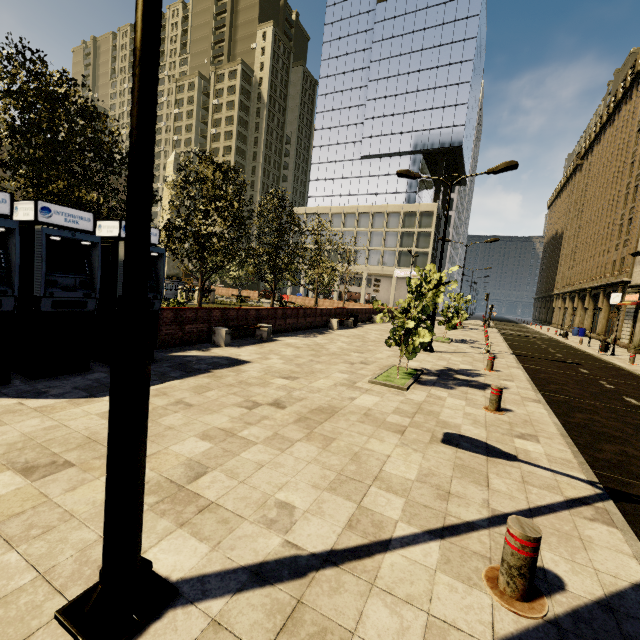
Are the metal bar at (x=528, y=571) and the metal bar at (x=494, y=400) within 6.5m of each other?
yes

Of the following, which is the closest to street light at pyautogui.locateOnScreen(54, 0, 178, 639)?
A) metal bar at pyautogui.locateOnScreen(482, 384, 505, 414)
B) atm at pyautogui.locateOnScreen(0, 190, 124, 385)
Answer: atm at pyautogui.locateOnScreen(0, 190, 124, 385)

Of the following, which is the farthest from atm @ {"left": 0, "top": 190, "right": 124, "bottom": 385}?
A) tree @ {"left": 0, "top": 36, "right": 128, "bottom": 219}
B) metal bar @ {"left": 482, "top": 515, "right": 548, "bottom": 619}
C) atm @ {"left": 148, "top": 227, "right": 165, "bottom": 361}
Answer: metal bar @ {"left": 482, "top": 515, "right": 548, "bottom": 619}

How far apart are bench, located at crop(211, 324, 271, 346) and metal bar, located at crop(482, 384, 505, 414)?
7.9m

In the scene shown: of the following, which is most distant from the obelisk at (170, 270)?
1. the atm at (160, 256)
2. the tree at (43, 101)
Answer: the atm at (160, 256)

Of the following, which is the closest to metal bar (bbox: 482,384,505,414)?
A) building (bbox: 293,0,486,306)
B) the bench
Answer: the bench

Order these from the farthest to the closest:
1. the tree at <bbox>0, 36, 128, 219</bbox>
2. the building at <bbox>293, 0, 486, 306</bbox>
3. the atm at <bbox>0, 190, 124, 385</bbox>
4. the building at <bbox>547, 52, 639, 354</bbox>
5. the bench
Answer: the building at <bbox>293, 0, 486, 306</bbox> → the building at <bbox>547, 52, 639, 354</bbox> → the bench → the tree at <bbox>0, 36, 128, 219</bbox> → the atm at <bbox>0, 190, 124, 385</bbox>

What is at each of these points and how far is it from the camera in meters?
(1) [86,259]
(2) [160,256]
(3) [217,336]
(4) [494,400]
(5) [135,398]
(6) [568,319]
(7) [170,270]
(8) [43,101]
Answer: (1) atm, 6.6 m
(2) atm, 7.9 m
(3) bench, 11.0 m
(4) metal bar, 6.9 m
(5) street light, 1.9 m
(6) building, 46.9 m
(7) obelisk, 26.2 m
(8) tree, 9.2 m
